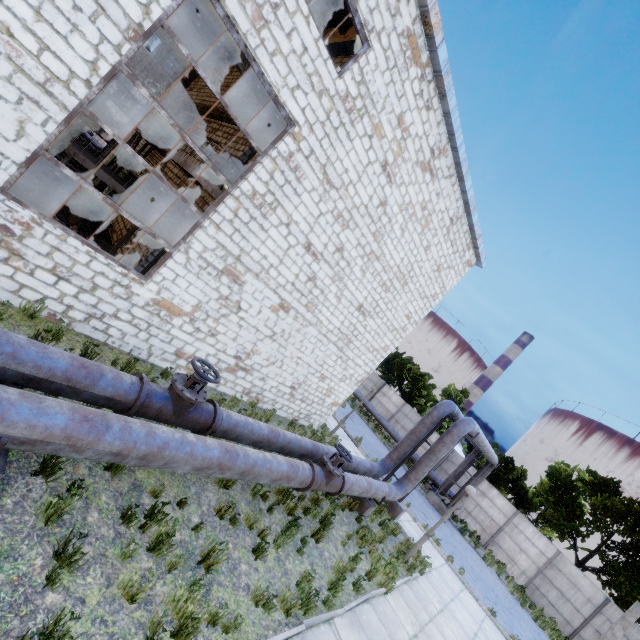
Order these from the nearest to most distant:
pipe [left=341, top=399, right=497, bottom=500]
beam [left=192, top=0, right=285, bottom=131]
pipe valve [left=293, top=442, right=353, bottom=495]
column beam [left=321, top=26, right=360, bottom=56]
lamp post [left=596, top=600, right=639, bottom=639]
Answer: beam [left=192, top=0, right=285, bottom=131]
pipe valve [left=293, top=442, right=353, bottom=495]
column beam [left=321, top=26, right=360, bottom=56]
pipe [left=341, top=399, right=497, bottom=500]
lamp post [left=596, top=600, right=639, bottom=639]

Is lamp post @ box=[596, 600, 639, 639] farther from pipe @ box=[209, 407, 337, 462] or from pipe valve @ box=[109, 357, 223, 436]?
pipe valve @ box=[109, 357, 223, 436]

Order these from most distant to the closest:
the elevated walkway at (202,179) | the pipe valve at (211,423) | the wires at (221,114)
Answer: the wires at (221,114), the elevated walkway at (202,179), the pipe valve at (211,423)

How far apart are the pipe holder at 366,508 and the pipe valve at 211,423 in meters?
7.3

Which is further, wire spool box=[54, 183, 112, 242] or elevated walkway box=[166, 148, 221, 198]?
wire spool box=[54, 183, 112, 242]

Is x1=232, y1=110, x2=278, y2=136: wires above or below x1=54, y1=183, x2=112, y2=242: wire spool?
above

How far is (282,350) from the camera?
11.2m

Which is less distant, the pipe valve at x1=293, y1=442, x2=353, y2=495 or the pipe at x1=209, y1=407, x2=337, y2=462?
the pipe at x1=209, y1=407, x2=337, y2=462
